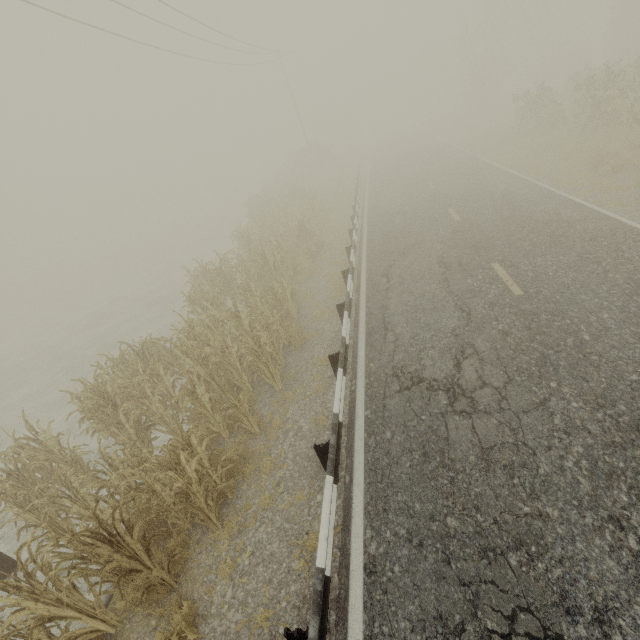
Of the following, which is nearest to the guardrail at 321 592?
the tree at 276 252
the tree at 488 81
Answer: the tree at 488 81

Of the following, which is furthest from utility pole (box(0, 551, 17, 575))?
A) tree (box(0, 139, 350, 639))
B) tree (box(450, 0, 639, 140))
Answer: tree (box(450, 0, 639, 140))

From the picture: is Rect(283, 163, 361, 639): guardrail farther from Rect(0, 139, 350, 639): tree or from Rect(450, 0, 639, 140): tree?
Rect(0, 139, 350, 639): tree

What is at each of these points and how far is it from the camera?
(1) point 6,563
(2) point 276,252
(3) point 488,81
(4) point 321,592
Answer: (1) utility pole, 5.7 meters
(2) tree, 12.5 meters
(3) tree, 38.0 meters
(4) guardrail, 3.1 meters

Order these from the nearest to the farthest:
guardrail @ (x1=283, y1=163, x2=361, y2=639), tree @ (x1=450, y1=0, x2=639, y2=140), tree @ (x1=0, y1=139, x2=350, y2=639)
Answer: guardrail @ (x1=283, y1=163, x2=361, y2=639), tree @ (x1=0, y1=139, x2=350, y2=639), tree @ (x1=450, y1=0, x2=639, y2=140)

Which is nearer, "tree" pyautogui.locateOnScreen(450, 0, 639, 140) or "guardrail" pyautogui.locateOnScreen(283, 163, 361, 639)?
"guardrail" pyautogui.locateOnScreen(283, 163, 361, 639)

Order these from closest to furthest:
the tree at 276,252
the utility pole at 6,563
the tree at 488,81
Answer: the tree at 276,252, the utility pole at 6,563, the tree at 488,81

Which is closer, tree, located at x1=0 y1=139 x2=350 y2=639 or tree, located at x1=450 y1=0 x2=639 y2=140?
tree, located at x1=0 y1=139 x2=350 y2=639
